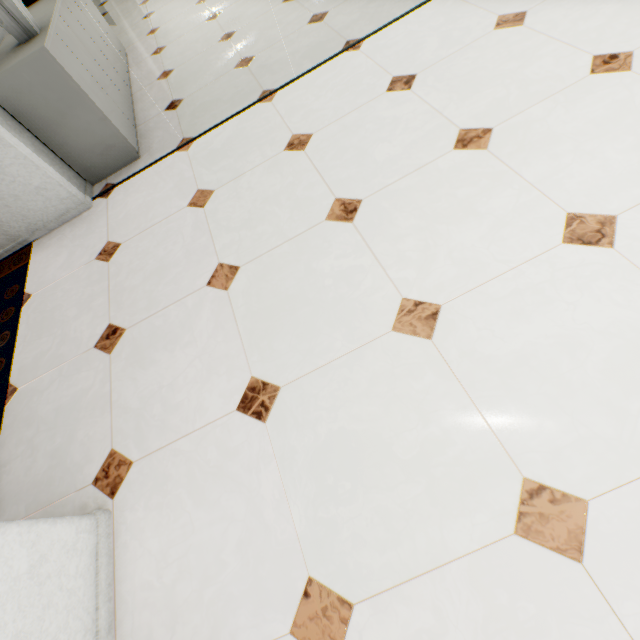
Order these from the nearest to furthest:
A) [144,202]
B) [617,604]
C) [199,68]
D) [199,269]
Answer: [617,604], [199,269], [144,202], [199,68]

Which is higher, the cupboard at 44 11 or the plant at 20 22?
the plant at 20 22

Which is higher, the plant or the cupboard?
the plant
